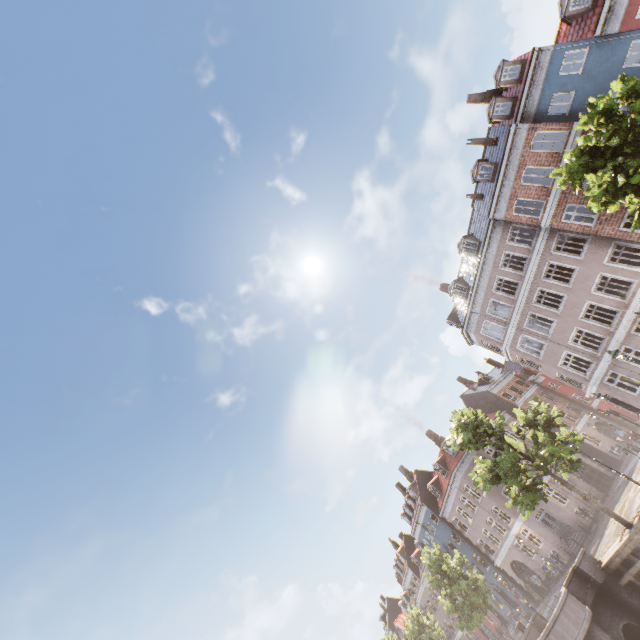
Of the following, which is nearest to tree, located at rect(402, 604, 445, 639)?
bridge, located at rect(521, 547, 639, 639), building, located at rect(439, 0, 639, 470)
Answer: bridge, located at rect(521, 547, 639, 639)

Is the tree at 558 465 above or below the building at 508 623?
above

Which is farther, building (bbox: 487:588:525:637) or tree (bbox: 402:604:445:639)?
building (bbox: 487:588:525:637)

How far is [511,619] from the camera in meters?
35.8

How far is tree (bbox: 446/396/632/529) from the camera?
17.1m

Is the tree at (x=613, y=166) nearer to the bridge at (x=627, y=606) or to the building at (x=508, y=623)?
the bridge at (x=627, y=606)
